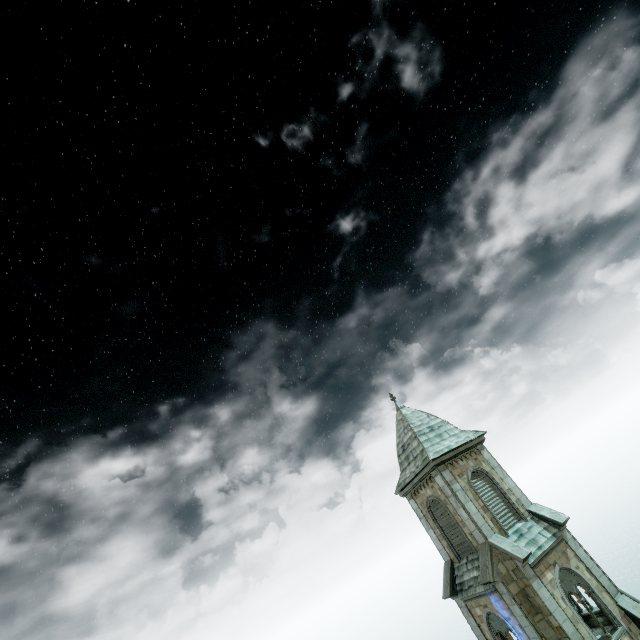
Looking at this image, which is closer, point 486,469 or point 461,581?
point 461,581
